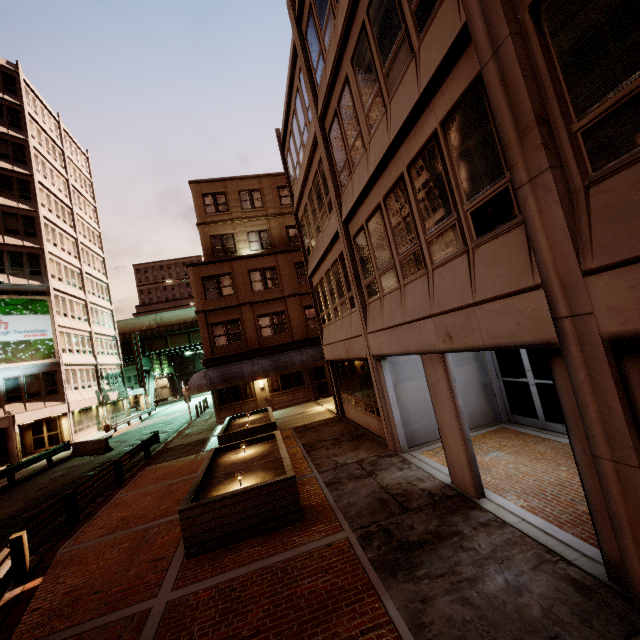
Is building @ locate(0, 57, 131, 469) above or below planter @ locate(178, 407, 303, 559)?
above

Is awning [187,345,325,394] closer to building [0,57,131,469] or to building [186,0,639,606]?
building [186,0,639,606]

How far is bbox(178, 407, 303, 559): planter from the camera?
6.70m

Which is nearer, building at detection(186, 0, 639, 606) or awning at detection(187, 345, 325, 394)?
building at detection(186, 0, 639, 606)

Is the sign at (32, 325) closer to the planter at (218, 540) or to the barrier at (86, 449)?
the barrier at (86, 449)

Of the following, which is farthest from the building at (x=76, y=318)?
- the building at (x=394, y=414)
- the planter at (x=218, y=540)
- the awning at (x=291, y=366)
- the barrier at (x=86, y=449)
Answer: the building at (x=394, y=414)

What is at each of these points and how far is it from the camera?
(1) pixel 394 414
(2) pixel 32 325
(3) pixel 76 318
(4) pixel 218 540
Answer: (1) building, 9.80m
(2) sign, 28.56m
(3) building, 34.66m
(4) planter, 6.72m

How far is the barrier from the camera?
21.9m
